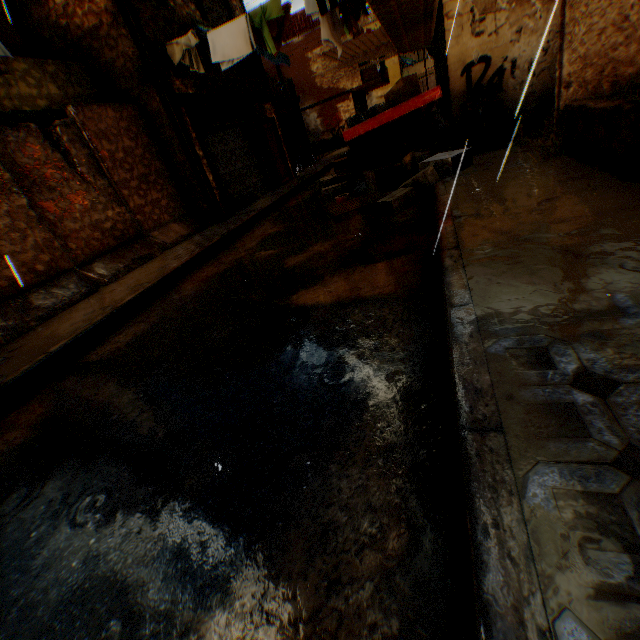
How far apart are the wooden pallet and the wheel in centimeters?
195cm

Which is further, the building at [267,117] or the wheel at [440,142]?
the building at [267,117]

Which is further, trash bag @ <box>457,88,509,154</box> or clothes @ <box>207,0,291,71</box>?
clothes @ <box>207,0,291,71</box>

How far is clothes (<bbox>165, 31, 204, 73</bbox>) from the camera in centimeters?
770cm

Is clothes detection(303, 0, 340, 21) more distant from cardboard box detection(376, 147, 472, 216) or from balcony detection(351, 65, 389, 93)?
balcony detection(351, 65, 389, 93)

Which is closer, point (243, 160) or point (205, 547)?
point (205, 547)

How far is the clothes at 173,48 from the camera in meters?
7.7

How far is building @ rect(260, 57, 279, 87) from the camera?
23.4 meters
